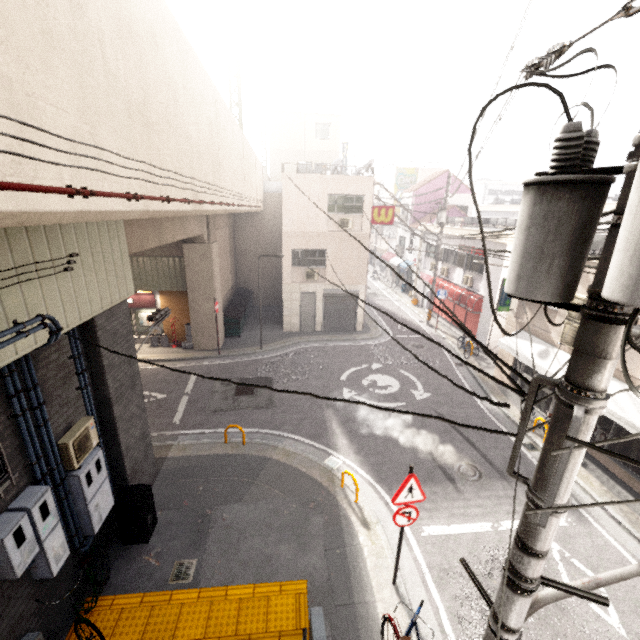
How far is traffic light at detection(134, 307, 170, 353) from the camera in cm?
866

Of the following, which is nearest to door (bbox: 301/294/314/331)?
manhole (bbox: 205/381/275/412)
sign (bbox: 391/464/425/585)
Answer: manhole (bbox: 205/381/275/412)

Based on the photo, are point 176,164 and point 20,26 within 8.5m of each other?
yes

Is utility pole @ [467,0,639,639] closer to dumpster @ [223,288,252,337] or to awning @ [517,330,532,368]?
awning @ [517,330,532,368]

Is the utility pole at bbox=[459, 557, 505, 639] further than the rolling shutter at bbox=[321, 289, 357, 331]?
No

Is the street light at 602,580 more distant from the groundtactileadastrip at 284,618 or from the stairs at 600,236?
the stairs at 600,236

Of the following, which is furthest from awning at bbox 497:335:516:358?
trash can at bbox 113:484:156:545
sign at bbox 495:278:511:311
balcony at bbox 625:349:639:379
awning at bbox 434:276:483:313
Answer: trash can at bbox 113:484:156:545

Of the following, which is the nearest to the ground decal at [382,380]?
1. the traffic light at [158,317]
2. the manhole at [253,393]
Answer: the manhole at [253,393]
